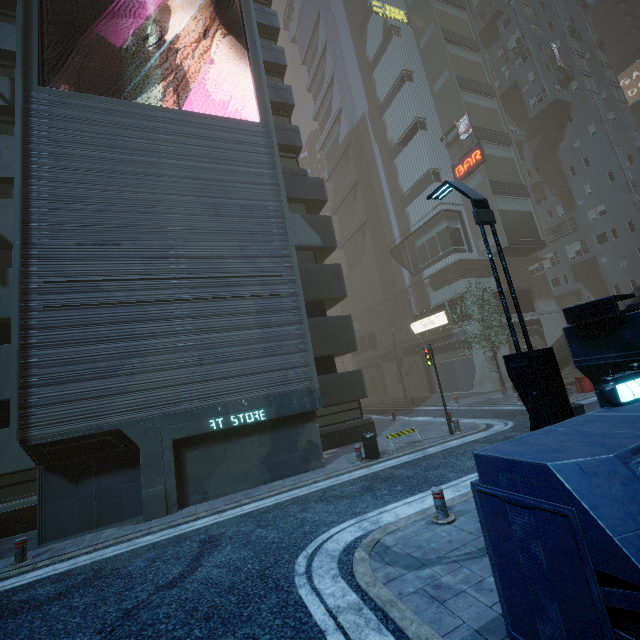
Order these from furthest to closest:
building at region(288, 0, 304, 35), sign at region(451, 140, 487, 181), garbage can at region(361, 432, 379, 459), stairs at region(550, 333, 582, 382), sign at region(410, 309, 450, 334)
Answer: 1. building at region(288, 0, 304, 35)
2. sign at region(410, 309, 450, 334)
3. sign at region(451, 140, 487, 181)
4. stairs at region(550, 333, 582, 382)
5. garbage can at region(361, 432, 379, 459)

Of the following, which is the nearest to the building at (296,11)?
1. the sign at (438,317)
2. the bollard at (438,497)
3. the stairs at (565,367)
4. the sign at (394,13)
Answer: the sign at (394,13)

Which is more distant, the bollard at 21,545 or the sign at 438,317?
the sign at 438,317

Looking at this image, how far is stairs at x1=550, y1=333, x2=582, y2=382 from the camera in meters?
21.2

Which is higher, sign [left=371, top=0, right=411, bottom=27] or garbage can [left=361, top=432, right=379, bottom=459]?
sign [left=371, top=0, right=411, bottom=27]

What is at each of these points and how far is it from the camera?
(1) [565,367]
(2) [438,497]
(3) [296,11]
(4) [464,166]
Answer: (1) stairs, 21.4m
(2) bollard, 6.5m
(3) building, 57.7m
(4) sign, 31.2m

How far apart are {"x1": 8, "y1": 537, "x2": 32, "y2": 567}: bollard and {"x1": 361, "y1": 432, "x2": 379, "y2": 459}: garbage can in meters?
10.1 m

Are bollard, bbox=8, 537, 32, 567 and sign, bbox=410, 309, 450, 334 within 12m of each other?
no
